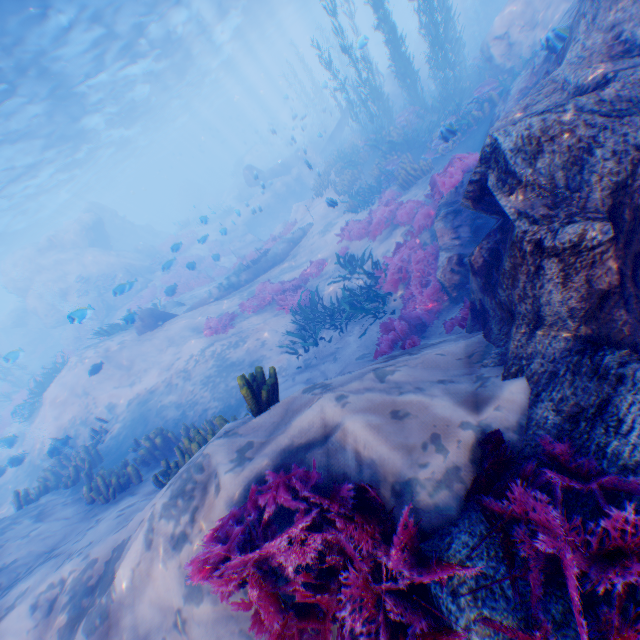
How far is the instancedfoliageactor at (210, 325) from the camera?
12.9 meters

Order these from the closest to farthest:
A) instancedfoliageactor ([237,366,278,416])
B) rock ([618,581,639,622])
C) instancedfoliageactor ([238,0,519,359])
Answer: rock ([618,581,639,622]), instancedfoliageactor ([237,366,278,416]), instancedfoliageactor ([238,0,519,359])

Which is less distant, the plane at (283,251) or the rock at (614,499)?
the rock at (614,499)

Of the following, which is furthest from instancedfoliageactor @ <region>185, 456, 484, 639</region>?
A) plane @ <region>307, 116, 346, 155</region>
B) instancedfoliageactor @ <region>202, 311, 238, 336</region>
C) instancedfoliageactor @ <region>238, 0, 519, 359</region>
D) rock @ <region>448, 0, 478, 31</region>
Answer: plane @ <region>307, 116, 346, 155</region>

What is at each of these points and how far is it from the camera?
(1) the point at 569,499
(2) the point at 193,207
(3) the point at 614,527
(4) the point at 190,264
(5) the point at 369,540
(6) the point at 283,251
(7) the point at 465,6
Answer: (1) rock, 2.3m
(2) rock, 49.3m
(3) instancedfoliageactor, 1.8m
(4) instancedfoliageactor, 14.5m
(5) instancedfoliageactor, 2.4m
(6) plane, 17.1m
(7) rock, 25.0m

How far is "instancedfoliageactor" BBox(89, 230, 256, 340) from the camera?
15.9 meters

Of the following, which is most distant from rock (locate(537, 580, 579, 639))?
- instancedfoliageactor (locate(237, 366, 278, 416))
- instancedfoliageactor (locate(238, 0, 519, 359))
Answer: instancedfoliageactor (locate(237, 366, 278, 416))

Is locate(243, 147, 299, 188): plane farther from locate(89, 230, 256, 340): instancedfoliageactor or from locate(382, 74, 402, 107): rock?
locate(89, 230, 256, 340): instancedfoliageactor
